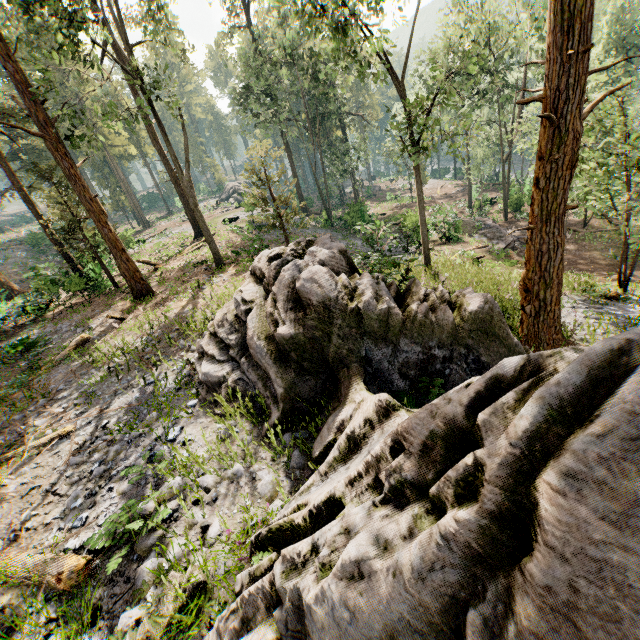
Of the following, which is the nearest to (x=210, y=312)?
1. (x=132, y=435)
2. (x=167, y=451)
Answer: (x=132, y=435)

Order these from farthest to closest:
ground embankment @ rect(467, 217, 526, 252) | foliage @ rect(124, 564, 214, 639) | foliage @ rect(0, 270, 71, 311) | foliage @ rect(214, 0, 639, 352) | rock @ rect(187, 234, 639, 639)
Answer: ground embankment @ rect(467, 217, 526, 252) < foliage @ rect(0, 270, 71, 311) < foliage @ rect(214, 0, 639, 352) < foliage @ rect(124, 564, 214, 639) < rock @ rect(187, 234, 639, 639)

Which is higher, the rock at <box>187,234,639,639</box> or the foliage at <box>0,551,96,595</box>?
the rock at <box>187,234,639,639</box>

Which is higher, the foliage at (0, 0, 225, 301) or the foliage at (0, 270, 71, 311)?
the foliage at (0, 0, 225, 301)

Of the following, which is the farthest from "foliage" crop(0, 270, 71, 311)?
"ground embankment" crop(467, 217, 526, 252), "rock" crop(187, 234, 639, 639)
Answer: "ground embankment" crop(467, 217, 526, 252)

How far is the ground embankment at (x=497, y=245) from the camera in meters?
24.3 m

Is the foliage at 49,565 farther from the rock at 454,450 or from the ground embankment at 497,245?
the ground embankment at 497,245

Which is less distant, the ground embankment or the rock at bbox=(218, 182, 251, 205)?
the ground embankment
